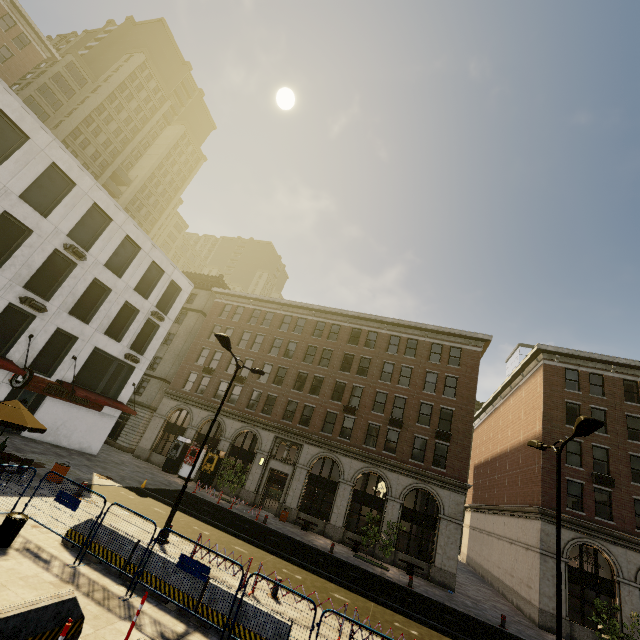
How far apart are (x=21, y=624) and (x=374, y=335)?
29.9 meters

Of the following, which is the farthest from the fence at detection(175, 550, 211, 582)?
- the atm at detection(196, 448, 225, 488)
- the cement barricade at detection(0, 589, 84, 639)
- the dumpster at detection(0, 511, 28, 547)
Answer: the atm at detection(196, 448, 225, 488)

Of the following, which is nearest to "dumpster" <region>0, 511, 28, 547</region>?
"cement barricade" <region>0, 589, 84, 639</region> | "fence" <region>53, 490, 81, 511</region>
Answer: "fence" <region>53, 490, 81, 511</region>

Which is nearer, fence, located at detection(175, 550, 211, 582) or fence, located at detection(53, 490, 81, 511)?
fence, located at detection(175, 550, 211, 582)

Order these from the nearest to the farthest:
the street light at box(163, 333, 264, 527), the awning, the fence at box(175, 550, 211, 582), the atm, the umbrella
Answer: the fence at box(175, 550, 211, 582) < the umbrella < the street light at box(163, 333, 264, 527) < the awning < the atm

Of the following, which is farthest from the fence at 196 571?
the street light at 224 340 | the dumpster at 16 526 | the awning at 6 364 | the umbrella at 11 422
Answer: the awning at 6 364

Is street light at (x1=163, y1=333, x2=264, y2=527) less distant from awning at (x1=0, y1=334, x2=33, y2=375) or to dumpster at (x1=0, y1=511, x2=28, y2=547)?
dumpster at (x1=0, y1=511, x2=28, y2=547)

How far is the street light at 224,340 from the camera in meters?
12.8
